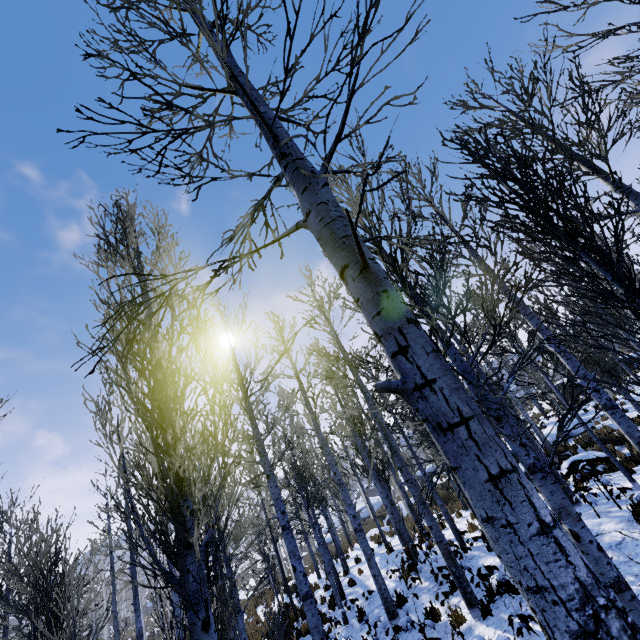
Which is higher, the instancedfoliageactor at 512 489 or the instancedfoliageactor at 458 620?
the instancedfoliageactor at 512 489

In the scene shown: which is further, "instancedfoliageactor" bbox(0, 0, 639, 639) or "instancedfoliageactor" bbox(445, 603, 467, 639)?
"instancedfoliageactor" bbox(445, 603, 467, 639)

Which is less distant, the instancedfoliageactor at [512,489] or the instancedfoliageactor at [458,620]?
the instancedfoliageactor at [512,489]

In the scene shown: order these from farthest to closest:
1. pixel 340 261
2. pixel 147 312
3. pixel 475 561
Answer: pixel 475 561, pixel 147 312, pixel 340 261

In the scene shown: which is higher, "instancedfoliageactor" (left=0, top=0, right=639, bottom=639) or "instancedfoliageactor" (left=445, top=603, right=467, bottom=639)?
"instancedfoliageactor" (left=0, top=0, right=639, bottom=639)
